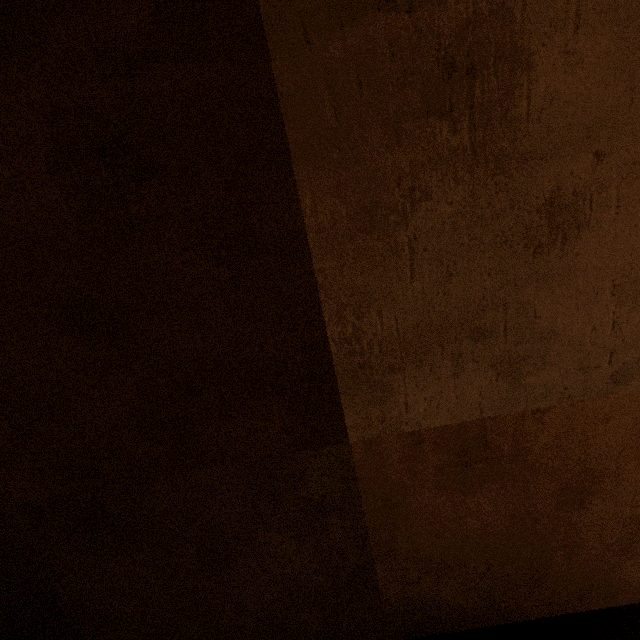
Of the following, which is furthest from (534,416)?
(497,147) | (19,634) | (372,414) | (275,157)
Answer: (19,634)
